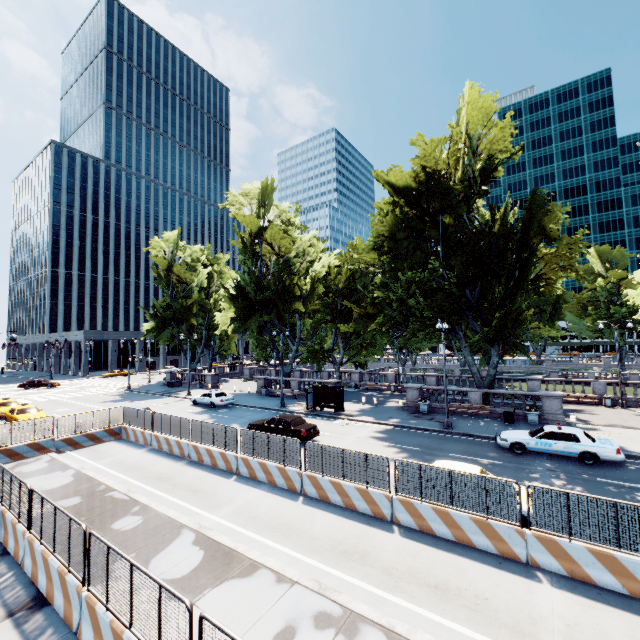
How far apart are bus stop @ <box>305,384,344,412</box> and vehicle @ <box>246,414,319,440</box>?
5.4m

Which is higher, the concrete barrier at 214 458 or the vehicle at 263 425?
the vehicle at 263 425

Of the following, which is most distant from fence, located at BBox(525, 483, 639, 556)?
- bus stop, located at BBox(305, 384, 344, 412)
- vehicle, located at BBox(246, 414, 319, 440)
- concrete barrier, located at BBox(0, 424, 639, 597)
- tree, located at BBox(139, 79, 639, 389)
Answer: tree, located at BBox(139, 79, 639, 389)

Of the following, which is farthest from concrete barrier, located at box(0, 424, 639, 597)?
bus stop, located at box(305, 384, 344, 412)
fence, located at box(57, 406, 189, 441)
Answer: bus stop, located at box(305, 384, 344, 412)

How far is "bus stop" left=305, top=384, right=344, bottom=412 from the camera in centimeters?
2781cm

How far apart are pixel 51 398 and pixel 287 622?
47.52m

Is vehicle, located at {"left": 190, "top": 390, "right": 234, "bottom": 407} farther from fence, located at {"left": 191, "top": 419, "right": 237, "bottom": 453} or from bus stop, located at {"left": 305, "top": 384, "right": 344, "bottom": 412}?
fence, located at {"left": 191, "top": 419, "right": 237, "bottom": 453}

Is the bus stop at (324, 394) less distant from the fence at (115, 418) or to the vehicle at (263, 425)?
the vehicle at (263, 425)
